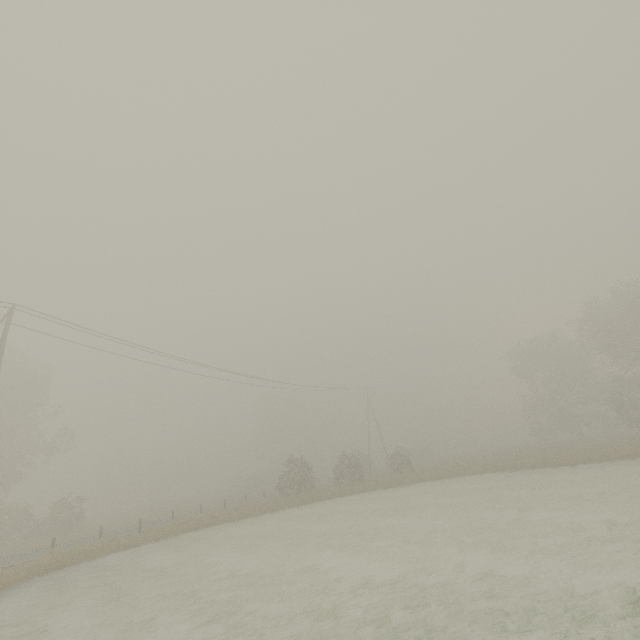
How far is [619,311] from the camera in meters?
33.5
